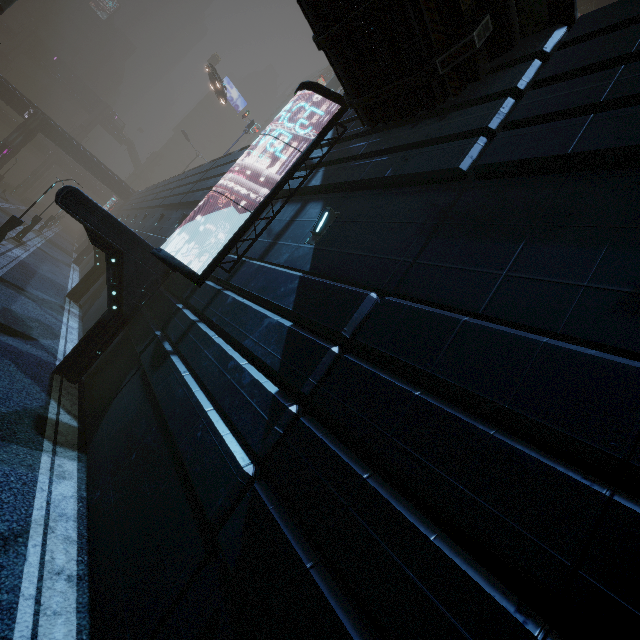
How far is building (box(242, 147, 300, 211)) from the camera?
10.1 meters

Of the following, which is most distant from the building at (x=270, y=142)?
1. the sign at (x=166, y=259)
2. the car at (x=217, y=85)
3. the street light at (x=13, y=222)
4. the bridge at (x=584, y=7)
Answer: the car at (x=217, y=85)

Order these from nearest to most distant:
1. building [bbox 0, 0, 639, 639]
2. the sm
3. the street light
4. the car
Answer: building [bbox 0, 0, 639, 639]
the street light
the sm
the car

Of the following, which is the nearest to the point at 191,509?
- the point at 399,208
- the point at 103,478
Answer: the point at 103,478

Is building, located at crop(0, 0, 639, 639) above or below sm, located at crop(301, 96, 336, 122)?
below

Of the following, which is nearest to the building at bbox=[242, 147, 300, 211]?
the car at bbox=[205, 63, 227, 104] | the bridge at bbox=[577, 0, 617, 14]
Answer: the bridge at bbox=[577, 0, 617, 14]

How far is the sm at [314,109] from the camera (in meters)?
25.61

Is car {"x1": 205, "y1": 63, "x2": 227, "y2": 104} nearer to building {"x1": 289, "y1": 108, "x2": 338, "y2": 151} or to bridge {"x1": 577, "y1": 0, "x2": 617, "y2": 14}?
building {"x1": 289, "y1": 108, "x2": 338, "y2": 151}
